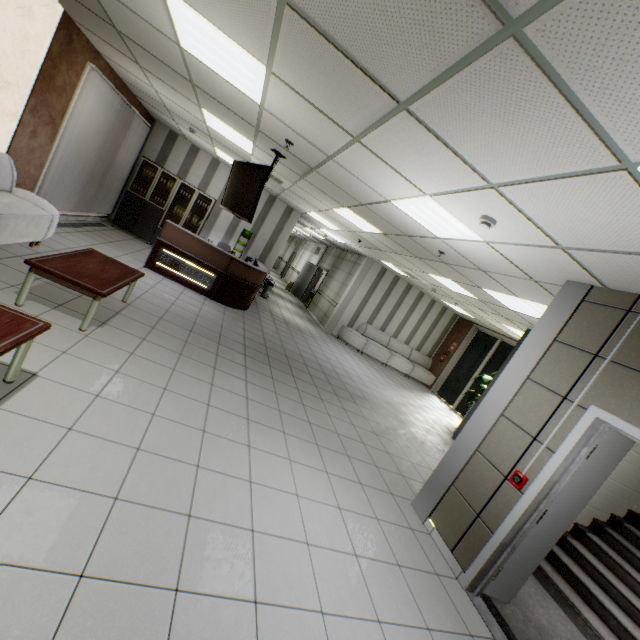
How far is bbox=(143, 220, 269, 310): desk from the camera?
7.26m

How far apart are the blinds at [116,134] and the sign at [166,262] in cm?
195

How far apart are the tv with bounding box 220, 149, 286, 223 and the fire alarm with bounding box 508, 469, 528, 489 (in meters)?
4.57

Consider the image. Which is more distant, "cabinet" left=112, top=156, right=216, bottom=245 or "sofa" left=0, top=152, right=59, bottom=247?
"cabinet" left=112, top=156, right=216, bottom=245

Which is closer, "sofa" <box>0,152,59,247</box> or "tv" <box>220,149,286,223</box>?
A: "sofa" <box>0,152,59,247</box>

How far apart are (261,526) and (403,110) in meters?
3.4

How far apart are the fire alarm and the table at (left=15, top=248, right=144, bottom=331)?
4.7 meters

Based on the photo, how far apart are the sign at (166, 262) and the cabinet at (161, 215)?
2.8 meters
